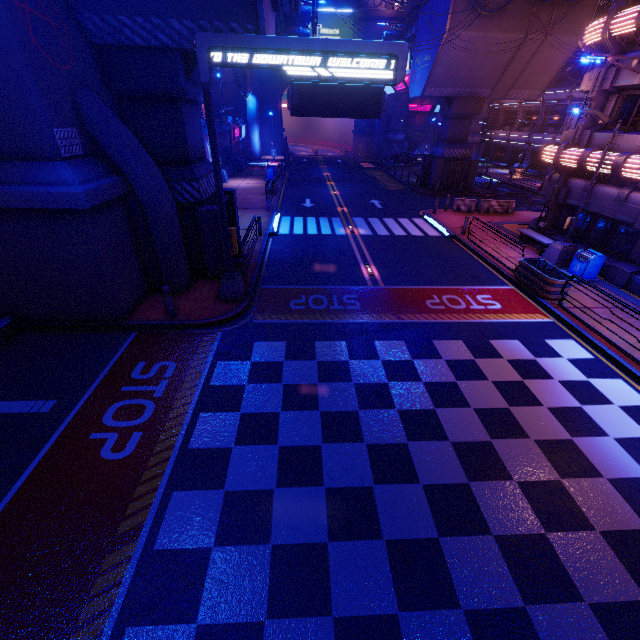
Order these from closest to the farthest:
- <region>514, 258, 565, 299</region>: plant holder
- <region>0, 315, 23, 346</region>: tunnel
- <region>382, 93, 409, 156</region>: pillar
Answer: <region>0, 315, 23, 346</region>: tunnel → <region>514, 258, 565, 299</region>: plant holder → <region>382, 93, 409, 156</region>: pillar

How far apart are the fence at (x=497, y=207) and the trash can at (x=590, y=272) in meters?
10.5

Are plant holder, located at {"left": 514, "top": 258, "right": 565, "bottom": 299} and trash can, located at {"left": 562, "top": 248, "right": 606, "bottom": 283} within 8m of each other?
yes

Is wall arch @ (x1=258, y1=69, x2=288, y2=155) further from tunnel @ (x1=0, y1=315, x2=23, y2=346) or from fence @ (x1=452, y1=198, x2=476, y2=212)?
tunnel @ (x1=0, y1=315, x2=23, y2=346)

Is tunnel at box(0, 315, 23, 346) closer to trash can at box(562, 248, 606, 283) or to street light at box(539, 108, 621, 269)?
street light at box(539, 108, 621, 269)

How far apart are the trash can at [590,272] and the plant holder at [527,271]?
1.2m

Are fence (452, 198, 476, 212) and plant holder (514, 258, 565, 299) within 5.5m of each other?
no

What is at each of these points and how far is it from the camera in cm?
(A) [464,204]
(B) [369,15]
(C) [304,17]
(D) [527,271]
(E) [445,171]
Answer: (A) fence, 2333
(B) wall arch, 4512
(C) fence, 2583
(D) plant holder, 1288
(E) pillar, 2973
